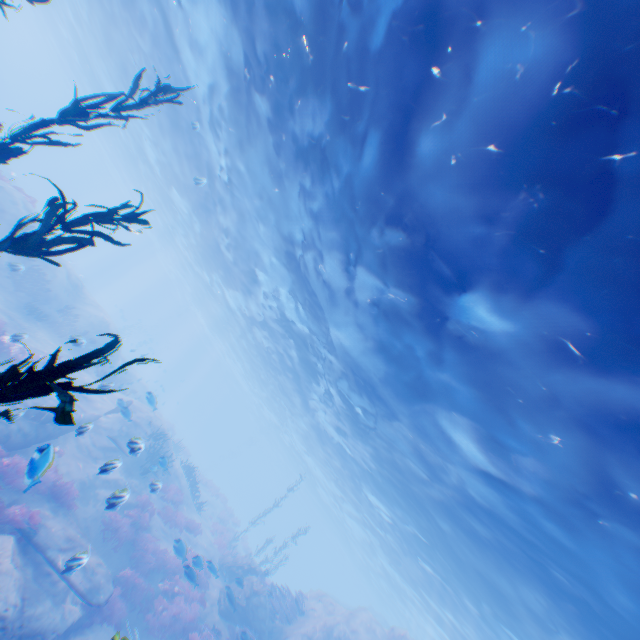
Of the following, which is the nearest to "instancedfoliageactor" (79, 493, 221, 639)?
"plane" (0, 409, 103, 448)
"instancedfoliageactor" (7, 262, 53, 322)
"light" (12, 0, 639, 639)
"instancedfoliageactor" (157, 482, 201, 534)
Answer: "instancedfoliageactor" (157, 482, 201, 534)

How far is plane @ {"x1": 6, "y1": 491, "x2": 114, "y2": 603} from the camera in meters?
9.4

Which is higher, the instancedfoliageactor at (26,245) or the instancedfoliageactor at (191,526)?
the instancedfoliageactor at (26,245)

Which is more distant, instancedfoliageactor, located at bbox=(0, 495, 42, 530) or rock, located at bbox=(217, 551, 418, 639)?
rock, located at bbox=(217, 551, 418, 639)

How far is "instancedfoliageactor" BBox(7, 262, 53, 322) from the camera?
18.22m

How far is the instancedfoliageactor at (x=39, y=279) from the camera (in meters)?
18.22

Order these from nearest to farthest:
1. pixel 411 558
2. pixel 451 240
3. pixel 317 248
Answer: pixel 451 240 → pixel 317 248 → pixel 411 558

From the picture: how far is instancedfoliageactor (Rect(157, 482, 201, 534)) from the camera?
17.21m
